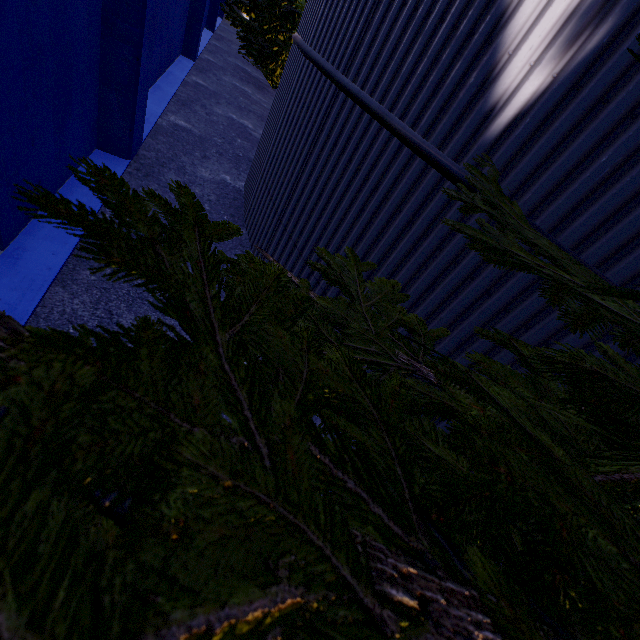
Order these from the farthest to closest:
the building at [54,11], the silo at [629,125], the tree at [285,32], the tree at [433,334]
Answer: the tree at [285,32] < the building at [54,11] < the silo at [629,125] < the tree at [433,334]

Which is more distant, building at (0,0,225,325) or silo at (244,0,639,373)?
building at (0,0,225,325)

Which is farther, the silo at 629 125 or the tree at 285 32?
the tree at 285 32

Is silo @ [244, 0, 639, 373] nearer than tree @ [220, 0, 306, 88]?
Yes

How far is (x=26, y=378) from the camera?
0.4m

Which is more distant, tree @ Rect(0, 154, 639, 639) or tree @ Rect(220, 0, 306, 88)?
tree @ Rect(220, 0, 306, 88)

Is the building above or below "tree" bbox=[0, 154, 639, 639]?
below
